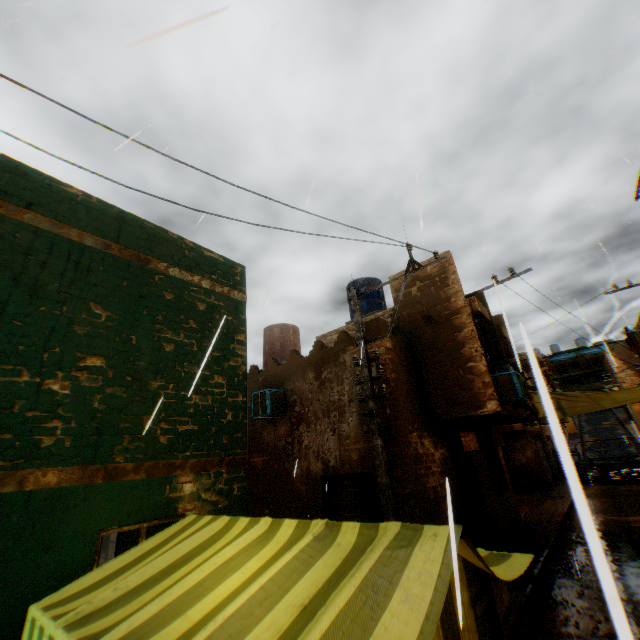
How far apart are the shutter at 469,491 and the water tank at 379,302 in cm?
580

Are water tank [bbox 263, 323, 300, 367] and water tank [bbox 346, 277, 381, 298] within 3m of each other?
yes

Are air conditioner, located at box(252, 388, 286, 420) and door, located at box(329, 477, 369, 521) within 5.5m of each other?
yes

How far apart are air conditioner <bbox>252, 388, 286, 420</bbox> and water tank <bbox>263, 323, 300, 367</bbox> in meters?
2.5 m

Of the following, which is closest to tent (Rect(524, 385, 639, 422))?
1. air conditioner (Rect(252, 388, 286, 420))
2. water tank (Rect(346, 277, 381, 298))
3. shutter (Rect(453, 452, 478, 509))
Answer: shutter (Rect(453, 452, 478, 509))

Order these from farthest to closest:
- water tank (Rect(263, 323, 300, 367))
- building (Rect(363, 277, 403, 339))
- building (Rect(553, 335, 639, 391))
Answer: building (Rect(553, 335, 639, 391)), water tank (Rect(263, 323, 300, 367)), building (Rect(363, 277, 403, 339))

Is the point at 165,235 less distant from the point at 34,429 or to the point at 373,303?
the point at 34,429

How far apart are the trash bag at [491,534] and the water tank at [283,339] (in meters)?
4.97
